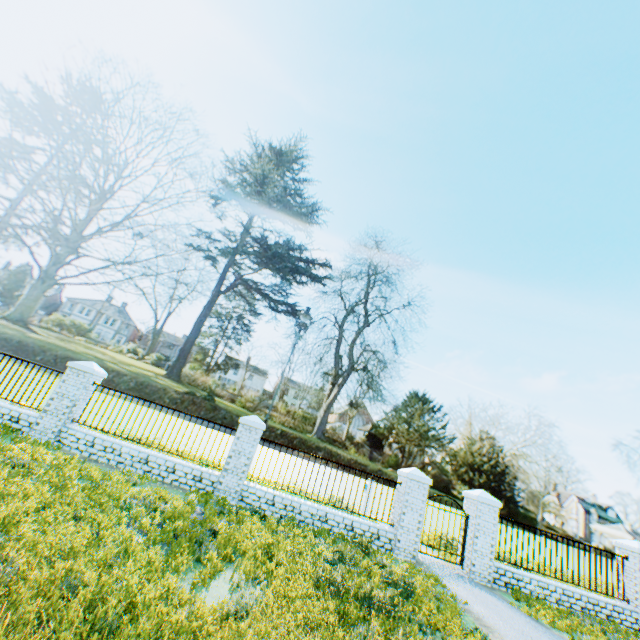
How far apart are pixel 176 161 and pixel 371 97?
37.3m

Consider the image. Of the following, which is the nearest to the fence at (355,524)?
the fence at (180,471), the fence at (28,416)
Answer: the fence at (180,471)

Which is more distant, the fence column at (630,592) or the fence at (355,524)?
the fence column at (630,592)

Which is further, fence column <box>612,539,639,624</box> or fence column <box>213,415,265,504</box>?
fence column <box>612,539,639,624</box>

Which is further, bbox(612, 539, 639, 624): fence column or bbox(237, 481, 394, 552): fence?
bbox(612, 539, 639, 624): fence column

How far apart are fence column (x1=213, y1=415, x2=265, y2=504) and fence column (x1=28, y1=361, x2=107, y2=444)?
4.7m

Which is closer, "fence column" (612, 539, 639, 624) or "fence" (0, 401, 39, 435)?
"fence" (0, 401, 39, 435)

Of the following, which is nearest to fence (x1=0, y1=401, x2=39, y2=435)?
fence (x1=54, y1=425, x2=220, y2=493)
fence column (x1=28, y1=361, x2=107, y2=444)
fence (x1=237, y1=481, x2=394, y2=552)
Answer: fence column (x1=28, y1=361, x2=107, y2=444)
